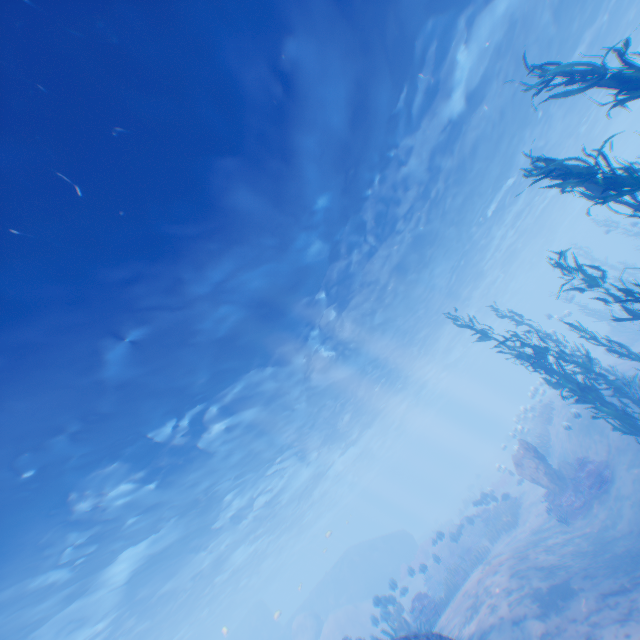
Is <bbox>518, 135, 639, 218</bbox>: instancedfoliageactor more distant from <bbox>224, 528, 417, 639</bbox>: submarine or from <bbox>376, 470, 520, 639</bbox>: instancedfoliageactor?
<bbox>376, 470, 520, 639</bbox>: instancedfoliageactor

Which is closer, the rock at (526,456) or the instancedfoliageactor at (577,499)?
the instancedfoliageactor at (577,499)

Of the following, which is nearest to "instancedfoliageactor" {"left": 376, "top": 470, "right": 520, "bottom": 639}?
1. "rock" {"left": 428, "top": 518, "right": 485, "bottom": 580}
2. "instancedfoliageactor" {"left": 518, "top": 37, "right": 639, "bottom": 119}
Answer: "rock" {"left": 428, "top": 518, "right": 485, "bottom": 580}

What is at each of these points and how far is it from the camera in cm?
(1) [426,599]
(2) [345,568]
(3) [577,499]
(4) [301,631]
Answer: (1) instancedfoliageactor, 1479
(2) submarine, 3594
(3) instancedfoliageactor, 1280
(4) rock, 2975

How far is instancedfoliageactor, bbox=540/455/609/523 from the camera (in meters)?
12.17

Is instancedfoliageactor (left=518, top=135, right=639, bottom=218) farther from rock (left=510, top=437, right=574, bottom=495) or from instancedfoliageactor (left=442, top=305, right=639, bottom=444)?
rock (left=510, top=437, right=574, bottom=495)

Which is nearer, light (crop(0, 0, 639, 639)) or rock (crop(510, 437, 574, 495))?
light (crop(0, 0, 639, 639))

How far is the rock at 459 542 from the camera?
19.3 meters
